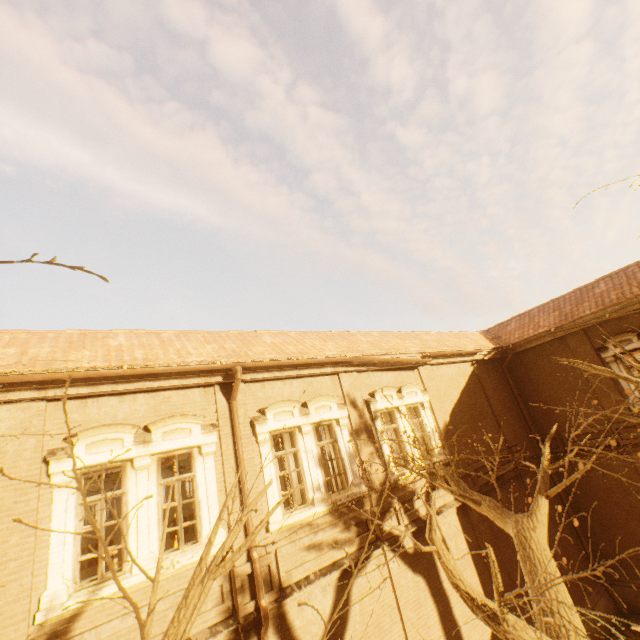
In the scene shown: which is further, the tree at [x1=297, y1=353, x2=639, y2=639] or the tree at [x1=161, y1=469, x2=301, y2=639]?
the tree at [x1=297, y1=353, x2=639, y2=639]

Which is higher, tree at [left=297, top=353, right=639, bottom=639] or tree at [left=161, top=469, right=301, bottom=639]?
tree at [left=161, top=469, right=301, bottom=639]

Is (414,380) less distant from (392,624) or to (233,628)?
(392,624)

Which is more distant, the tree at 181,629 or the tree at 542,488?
the tree at 542,488
